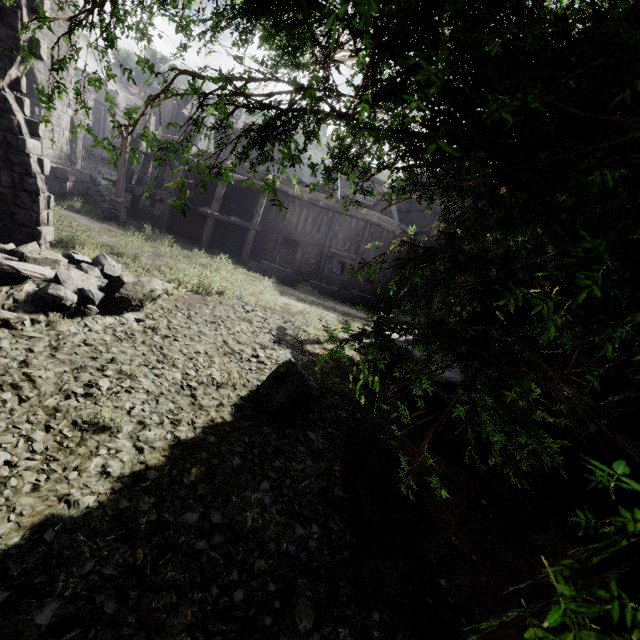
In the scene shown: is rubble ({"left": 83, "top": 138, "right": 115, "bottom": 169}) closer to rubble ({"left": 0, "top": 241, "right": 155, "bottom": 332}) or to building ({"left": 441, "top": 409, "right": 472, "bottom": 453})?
building ({"left": 441, "top": 409, "right": 472, "bottom": 453})

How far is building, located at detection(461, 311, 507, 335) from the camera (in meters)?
10.05

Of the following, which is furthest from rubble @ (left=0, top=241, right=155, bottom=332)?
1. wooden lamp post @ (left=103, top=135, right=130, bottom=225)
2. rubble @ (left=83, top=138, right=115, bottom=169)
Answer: rubble @ (left=83, top=138, right=115, bottom=169)

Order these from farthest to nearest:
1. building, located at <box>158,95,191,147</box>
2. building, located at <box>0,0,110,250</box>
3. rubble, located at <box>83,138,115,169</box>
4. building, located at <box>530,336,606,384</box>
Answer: rubble, located at <box>83,138,115,169</box> < building, located at <box>158,95,191,147</box> < building, located at <box>530,336,606,384</box> < building, located at <box>0,0,110,250</box>

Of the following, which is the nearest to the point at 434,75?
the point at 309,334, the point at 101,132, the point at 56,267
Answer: the point at 56,267

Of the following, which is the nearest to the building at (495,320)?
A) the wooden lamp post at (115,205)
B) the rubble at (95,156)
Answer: the rubble at (95,156)

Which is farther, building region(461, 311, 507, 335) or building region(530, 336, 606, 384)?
building region(461, 311, 507, 335)
